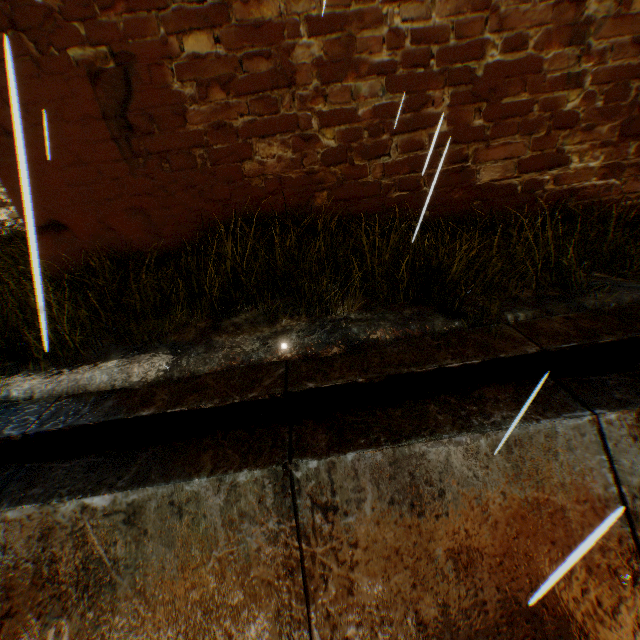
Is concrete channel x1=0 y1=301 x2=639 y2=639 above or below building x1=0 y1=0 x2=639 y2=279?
below

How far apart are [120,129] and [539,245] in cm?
471

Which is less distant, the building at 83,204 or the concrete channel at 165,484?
the concrete channel at 165,484

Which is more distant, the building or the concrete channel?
the building

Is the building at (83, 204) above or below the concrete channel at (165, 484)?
above
